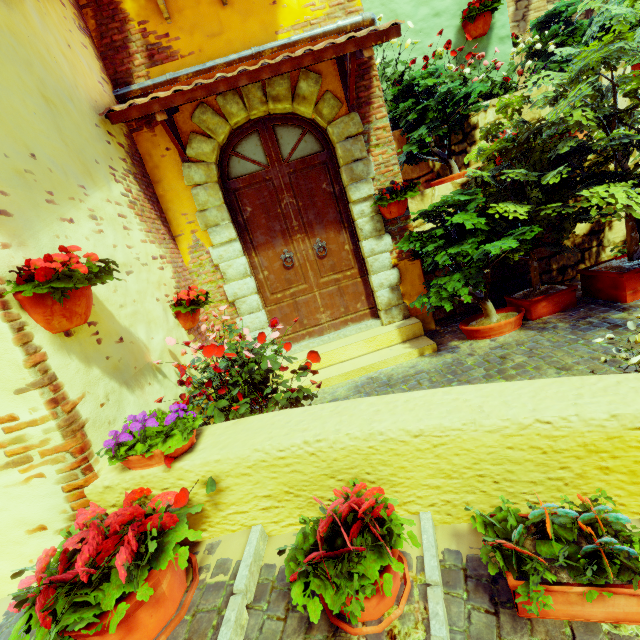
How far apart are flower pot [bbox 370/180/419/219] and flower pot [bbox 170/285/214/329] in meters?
2.3 m

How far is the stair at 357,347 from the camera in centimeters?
393cm

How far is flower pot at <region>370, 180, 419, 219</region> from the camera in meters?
3.9

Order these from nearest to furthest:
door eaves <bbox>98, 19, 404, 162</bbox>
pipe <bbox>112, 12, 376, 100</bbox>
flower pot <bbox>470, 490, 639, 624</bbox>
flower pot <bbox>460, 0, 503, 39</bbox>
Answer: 1. flower pot <bbox>470, 490, 639, 624</bbox>
2. door eaves <bbox>98, 19, 404, 162</bbox>
3. pipe <bbox>112, 12, 376, 100</bbox>
4. flower pot <bbox>460, 0, 503, 39</bbox>

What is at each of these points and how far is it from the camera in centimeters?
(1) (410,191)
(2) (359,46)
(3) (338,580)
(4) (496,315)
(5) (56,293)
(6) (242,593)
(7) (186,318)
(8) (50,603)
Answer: (1) flower pot, 393cm
(2) door eaves, 307cm
(3) flower pot, 125cm
(4) flower pot, 393cm
(5) flower pot, 161cm
(6) stair, 148cm
(7) flower pot, 337cm
(8) flower pot, 127cm

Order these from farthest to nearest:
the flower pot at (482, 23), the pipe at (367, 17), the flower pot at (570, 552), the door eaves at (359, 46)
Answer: the flower pot at (482, 23)
the pipe at (367, 17)
the door eaves at (359, 46)
the flower pot at (570, 552)

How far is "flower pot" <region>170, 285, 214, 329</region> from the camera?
3.3m

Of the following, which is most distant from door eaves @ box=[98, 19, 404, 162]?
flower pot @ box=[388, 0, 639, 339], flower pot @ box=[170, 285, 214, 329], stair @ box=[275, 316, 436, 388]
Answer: stair @ box=[275, 316, 436, 388]
